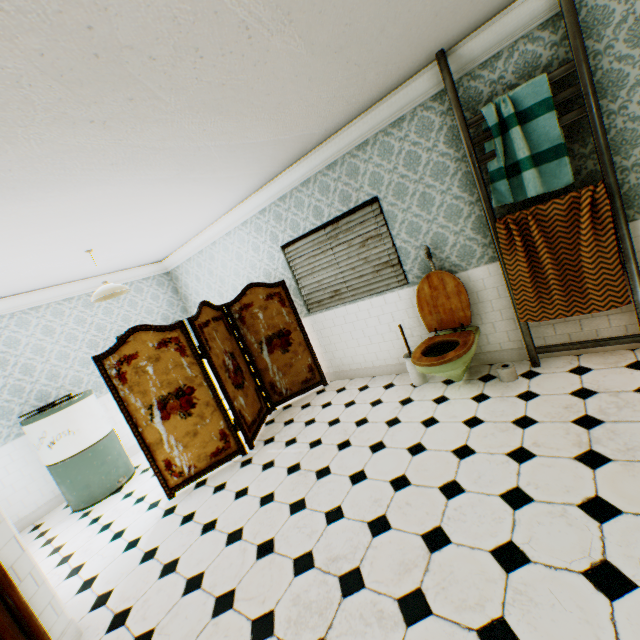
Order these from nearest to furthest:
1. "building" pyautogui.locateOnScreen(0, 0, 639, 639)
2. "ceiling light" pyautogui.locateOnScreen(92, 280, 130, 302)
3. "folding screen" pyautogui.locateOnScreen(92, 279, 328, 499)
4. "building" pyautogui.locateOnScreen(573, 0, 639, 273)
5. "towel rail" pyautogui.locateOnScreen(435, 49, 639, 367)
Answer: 1. "building" pyautogui.locateOnScreen(0, 0, 639, 639)
2. "building" pyautogui.locateOnScreen(573, 0, 639, 273)
3. "towel rail" pyautogui.locateOnScreen(435, 49, 639, 367)
4. "folding screen" pyautogui.locateOnScreen(92, 279, 328, 499)
5. "ceiling light" pyautogui.locateOnScreen(92, 280, 130, 302)

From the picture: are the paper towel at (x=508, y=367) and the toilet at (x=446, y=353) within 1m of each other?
yes

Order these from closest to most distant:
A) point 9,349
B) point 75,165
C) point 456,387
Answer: point 75,165
point 456,387
point 9,349

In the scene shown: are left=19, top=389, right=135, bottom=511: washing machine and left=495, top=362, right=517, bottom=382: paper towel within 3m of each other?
no

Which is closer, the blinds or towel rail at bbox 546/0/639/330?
towel rail at bbox 546/0/639/330

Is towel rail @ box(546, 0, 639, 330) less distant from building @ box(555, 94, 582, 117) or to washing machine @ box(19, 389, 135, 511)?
building @ box(555, 94, 582, 117)

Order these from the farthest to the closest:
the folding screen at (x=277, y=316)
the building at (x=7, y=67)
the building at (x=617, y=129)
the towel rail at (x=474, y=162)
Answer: the folding screen at (x=277, y=316), the towel rail at (x=474, y=162), the building at (x=617, y=129), the building at (x=7, y=67)

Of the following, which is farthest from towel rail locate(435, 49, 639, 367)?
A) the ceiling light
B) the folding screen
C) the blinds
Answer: the ceiling light
